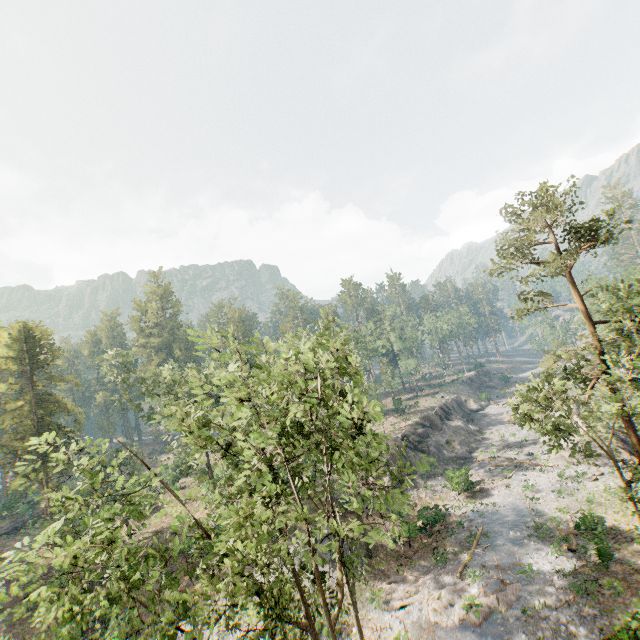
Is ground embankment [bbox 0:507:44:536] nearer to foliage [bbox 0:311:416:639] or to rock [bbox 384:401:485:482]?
foliage [bbox 0:311:416:639]

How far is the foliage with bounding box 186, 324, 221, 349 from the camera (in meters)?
11.59

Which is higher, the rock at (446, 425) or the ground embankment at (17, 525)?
the ground embankment at (17, 525)

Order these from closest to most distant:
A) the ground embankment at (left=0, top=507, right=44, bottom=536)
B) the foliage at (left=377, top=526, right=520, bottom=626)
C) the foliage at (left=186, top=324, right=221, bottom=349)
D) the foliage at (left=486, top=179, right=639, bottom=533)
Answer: the foliage at (left=186, top=324, right=221, bottom=349), the foliage at (left=486, top=179, right=639, bottom=533), the foliage at (left=377, top=526, right=520, bottom=626), the ground embankment at (left=0, top=507, right=44, bottom=536)

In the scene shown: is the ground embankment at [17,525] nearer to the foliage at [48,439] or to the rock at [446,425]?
the foliage at [48,439]

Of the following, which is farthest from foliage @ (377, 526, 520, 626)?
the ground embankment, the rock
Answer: the rock

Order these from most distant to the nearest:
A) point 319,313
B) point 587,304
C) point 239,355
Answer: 1. point 587,304
2. point 319,313
3. point 239,355

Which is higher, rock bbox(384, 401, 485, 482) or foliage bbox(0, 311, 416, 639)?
foliage bbox(0, 311, 416, 639)
